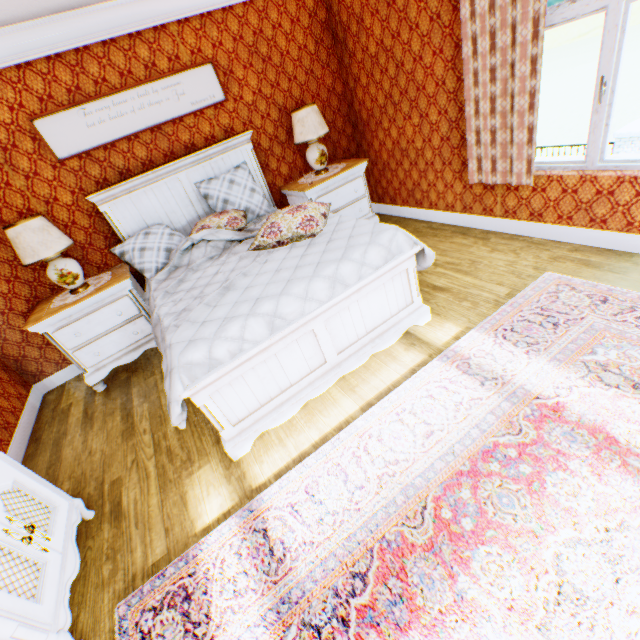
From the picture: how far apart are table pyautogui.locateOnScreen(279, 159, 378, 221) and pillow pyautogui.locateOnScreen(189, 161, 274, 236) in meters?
0.4

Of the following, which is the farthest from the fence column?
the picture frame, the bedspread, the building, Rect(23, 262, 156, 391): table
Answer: Rect(23, 262, 156, 391): table

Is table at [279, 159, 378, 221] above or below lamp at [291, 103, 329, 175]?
below

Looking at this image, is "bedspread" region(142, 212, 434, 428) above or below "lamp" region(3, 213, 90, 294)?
below

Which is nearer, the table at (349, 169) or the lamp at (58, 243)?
the lamp at (58, 243)

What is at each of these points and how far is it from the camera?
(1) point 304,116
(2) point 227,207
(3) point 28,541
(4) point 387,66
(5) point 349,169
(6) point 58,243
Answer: (1) lamp, 3.9 meters
(2) pillow, 3.9 meters
(3) cabinet, 1.7 meters
(4) building, 3.8 meters
(5) table, 4.2 meters
(6) lamp, 3.2 meters

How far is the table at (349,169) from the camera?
4.2m

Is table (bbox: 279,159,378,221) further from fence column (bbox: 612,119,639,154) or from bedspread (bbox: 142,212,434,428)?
fence column (bbox: 612,119,639,154)
